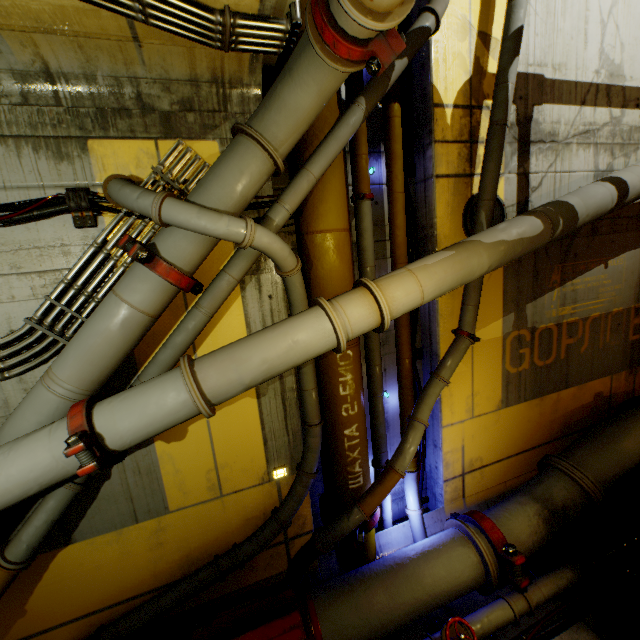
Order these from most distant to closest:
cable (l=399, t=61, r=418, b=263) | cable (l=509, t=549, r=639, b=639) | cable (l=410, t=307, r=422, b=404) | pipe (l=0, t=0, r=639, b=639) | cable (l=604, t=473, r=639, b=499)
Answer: cable (l=604, t=473, r=639, b=499) < cable (l=410, t=307, r=422, b=404) < cable (l=399, t=61, r=418, b=263) < cable (l=509, t=549, r=639, b=639) < pipe (l=0, t=0, r=639, b=639)

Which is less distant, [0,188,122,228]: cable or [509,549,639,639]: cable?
[0,188,122,228]: cable

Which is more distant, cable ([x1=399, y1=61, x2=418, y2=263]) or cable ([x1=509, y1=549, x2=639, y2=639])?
cable ([x1=399, y1=61, x2=418, y2=263])

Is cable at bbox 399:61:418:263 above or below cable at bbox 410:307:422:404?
above

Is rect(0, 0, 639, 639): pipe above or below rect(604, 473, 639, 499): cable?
above

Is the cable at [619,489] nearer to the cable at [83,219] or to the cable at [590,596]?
the cable at [590,596]

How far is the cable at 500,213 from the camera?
5.04m

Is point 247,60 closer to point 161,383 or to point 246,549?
point 161,383
